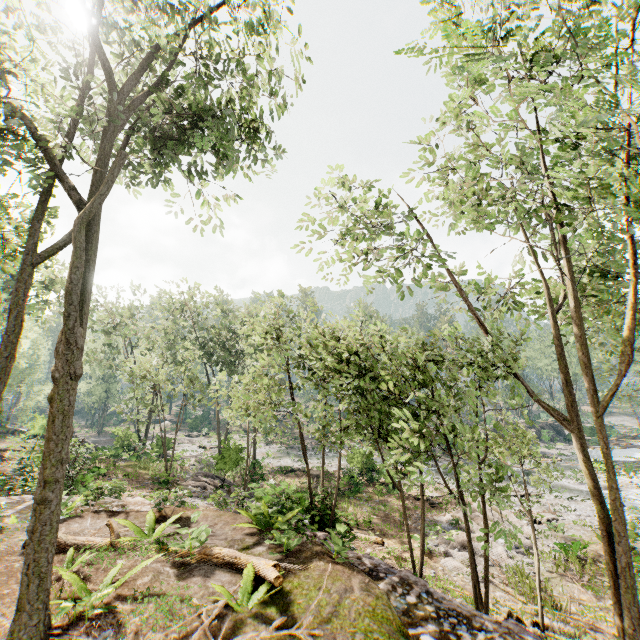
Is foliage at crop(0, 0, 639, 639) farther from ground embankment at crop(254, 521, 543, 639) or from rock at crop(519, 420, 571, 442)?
rock at crop(519, 420, 571, 442)

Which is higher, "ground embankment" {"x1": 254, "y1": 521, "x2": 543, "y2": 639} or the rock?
"ground embankment" {"x1": 254, "y1": 521, "x2": 543, "y2": 639}

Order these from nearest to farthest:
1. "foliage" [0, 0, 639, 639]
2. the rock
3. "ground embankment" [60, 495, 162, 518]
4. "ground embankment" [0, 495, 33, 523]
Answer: "foliage" [0, 0, 639, 639] < "ground embankment" [0, 495, 33, 523] < "ground embankment" [60, 495, 162, 518] < the rock

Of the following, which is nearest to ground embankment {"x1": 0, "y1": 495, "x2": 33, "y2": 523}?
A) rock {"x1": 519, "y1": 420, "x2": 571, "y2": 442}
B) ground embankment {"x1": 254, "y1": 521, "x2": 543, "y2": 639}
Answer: ground embankment {"x1": 254, "y1": 521, "x2": 543, "y2": 639}

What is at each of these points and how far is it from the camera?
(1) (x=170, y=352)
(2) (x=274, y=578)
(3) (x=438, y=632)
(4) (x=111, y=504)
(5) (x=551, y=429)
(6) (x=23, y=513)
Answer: (1) foliage, 35.8m
(2) foliage, 5.7m
(3) ground embankment, 5.8m
(4) ground embankment, 11.8m
(5) rock, 53.3m
(6) ground embankment, 10.9m

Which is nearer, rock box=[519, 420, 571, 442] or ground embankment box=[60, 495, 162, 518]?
ground embankment box=[60, 495, 162, 518]

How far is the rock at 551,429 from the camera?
46.1 meters

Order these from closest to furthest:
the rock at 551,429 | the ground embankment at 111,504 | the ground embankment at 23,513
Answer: the ground embankment at 23,513 < the ground embankment at 111,504 < the rock at 551,429
